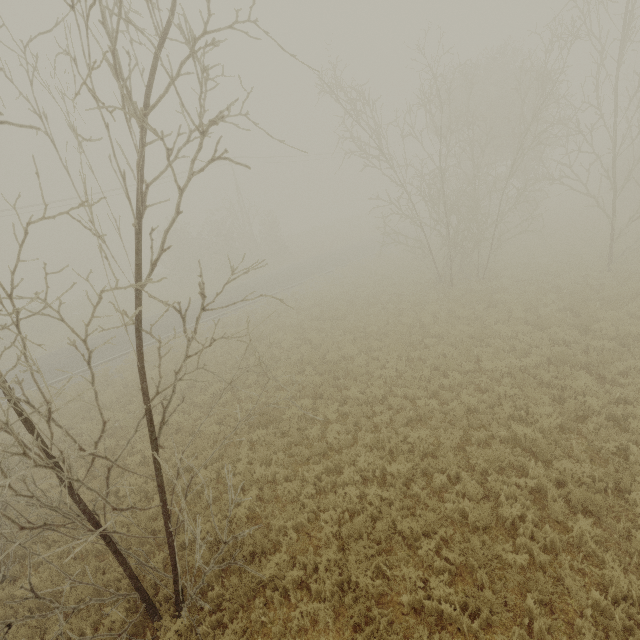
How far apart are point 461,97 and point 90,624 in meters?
35.4 m
